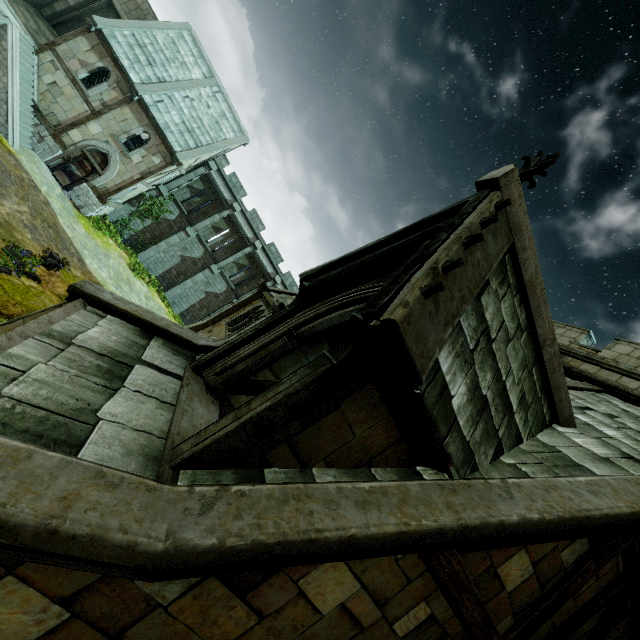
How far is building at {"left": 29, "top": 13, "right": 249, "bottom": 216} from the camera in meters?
19.8

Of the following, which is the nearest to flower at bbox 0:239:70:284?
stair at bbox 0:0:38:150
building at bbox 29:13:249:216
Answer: building at bbox 29:13:249:216

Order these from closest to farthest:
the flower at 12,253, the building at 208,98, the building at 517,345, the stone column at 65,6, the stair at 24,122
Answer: the building at 517,345
the flower at 12,253
the stair at 24,122
the building at 208,98
the stone column at 65,6

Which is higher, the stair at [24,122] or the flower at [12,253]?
the stair at [24,122]

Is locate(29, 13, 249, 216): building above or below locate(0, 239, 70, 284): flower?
above

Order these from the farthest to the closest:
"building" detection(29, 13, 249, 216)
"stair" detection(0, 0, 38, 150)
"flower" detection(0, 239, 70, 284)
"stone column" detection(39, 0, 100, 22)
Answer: "stone column" detection(39, 0, 100, 22) → "building" detection(29, 13, 249, 216) → "stair" detection(0, 0, 38, 150) → "flower" detection(0, 239, 70, 284)

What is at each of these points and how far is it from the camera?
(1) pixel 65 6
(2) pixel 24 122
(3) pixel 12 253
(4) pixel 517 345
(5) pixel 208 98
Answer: (1) stone column, 22.2 meters
(2) stair, 19.0 meters
(3) flower, 12.4 meters
(4) building, 5.1 meters
(5) building, 24.6 meters

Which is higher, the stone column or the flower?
the stone column
